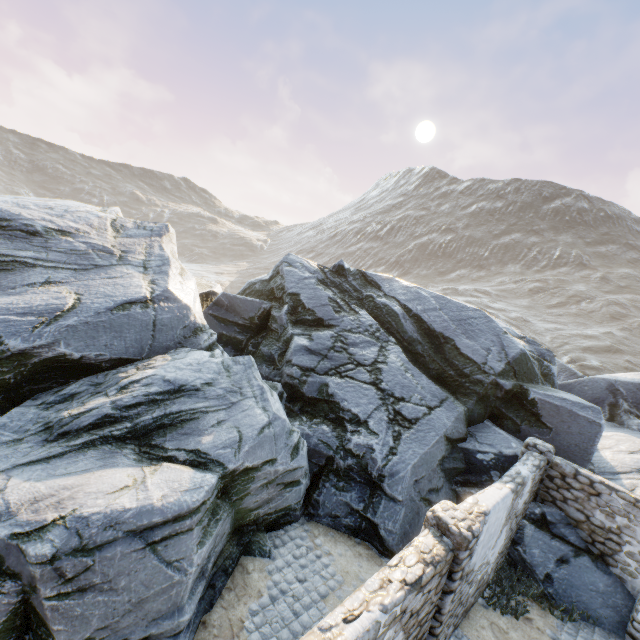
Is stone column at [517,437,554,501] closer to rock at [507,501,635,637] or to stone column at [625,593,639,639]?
rock at [507,501,635,637]

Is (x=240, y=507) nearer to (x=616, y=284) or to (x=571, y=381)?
(x=571, y=381)

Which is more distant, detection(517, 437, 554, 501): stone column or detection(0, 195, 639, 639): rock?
detection(517, 437, 554, 501): stone column

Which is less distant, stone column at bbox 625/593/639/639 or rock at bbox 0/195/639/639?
rock at bbox 0/195/639/639

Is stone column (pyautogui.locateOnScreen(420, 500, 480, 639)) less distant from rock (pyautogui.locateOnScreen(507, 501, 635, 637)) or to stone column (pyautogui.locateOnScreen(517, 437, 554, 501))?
rock (pyautogui.locateOnScreen(507, 501, 635, 637))

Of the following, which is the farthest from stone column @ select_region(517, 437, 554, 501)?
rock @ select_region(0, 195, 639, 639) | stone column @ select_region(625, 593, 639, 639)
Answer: stone column @ select_region(625, 593, 639, 639)

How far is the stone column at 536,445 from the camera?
9.2m

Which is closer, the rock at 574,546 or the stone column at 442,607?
the stone column at 442,607
